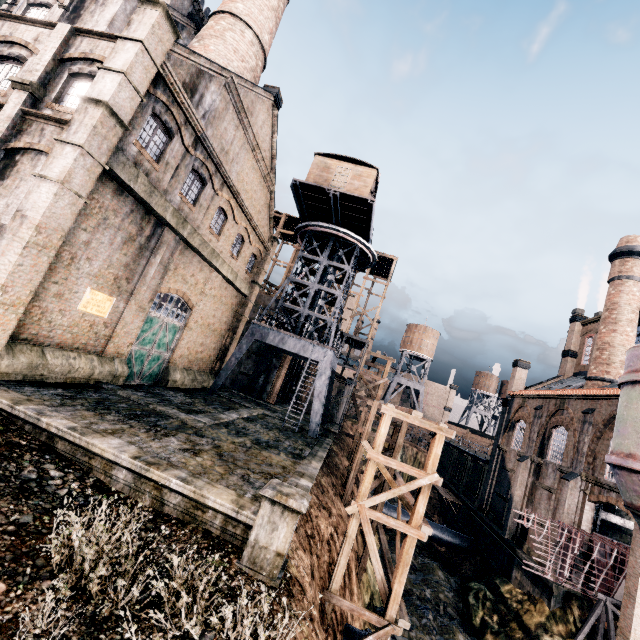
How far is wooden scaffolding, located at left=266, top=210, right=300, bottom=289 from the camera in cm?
4006

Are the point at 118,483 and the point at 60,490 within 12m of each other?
yes

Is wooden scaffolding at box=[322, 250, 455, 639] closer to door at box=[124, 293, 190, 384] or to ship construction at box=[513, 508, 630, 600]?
ship construction at box=[513, 508, 630, 600]

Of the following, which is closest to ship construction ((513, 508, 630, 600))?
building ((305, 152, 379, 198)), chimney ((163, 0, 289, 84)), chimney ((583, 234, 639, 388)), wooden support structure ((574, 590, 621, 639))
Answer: wooden support structure ((574, 590, 621, 639))

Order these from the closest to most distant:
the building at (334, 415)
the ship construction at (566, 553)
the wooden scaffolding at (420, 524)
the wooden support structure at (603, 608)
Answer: the wooden scaffolding at (420, 524) → the wooden support structure at (603, 608) → the ship construction at (566, 553) → the building at (334, 415)

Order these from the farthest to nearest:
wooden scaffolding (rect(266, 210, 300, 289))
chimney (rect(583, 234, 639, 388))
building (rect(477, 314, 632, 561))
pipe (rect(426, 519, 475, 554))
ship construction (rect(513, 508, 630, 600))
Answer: wooden scaffolding (rect(266, 210, 300, 289))
pipe (rect(426, 519, 475, 554))
chimney (rect(583, 234, 639, 388))
building (rect(477, 314, 632, 561))
ship construction (rect(513, 508, 630, 600))

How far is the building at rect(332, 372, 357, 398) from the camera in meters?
39.2

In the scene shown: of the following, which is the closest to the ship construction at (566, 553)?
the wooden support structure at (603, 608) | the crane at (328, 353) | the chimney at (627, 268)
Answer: the wooden support structure at (603, 608)
